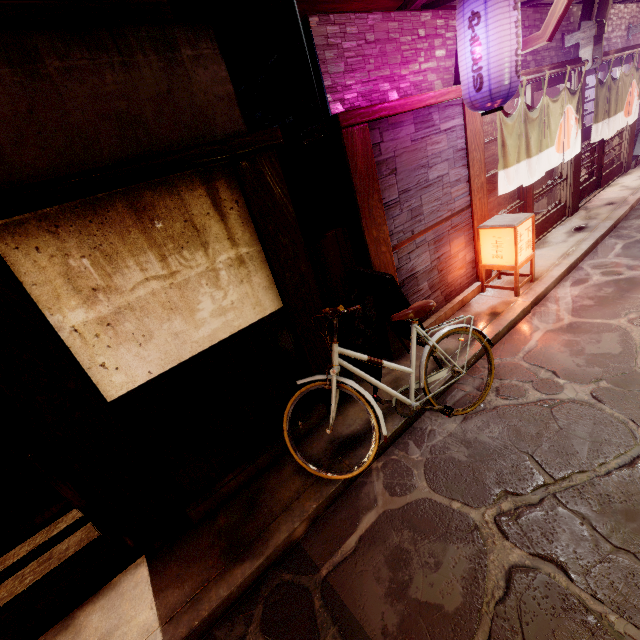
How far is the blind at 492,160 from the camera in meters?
9.6 m

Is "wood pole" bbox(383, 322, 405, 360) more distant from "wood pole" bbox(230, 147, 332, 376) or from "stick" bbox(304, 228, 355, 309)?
"wood pole" bbox(230, 147, 332, 376)

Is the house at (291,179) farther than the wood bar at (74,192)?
Yes

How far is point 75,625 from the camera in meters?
4.6

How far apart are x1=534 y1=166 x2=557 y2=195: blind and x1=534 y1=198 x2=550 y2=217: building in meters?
0.7 m

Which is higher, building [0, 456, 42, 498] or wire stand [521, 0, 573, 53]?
wire stand [521, 0, 573, 53]

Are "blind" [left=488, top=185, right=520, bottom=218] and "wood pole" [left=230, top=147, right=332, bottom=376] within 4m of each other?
no

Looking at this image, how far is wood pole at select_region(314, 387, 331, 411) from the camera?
6.8 meters
